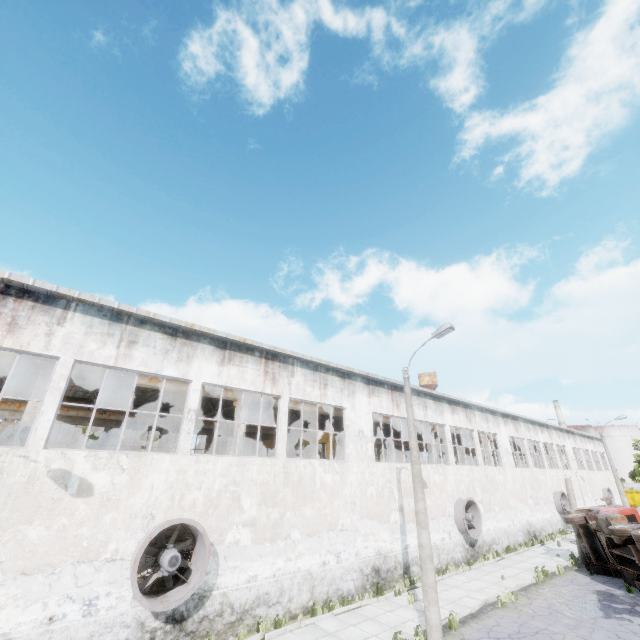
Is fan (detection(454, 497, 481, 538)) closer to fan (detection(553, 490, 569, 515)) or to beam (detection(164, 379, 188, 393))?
beam (detection(164, 379, 188, 393))

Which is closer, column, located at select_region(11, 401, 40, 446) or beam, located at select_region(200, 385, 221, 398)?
column, located at select_region(11, 401, 40, 446)

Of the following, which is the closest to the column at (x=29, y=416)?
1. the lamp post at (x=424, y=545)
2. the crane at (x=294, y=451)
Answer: the lamp post at (x=424, y=545)

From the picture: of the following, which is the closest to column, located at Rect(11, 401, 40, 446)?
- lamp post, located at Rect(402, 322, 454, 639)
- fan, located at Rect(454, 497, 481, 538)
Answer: lamp post, located at Rect(402, 322, 454, 639)

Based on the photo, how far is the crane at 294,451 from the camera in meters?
23.8

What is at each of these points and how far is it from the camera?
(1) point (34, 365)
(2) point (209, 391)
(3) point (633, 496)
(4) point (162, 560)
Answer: (1) beam, 11.6 meters
(2) beam, 15.4 meters
(3) garbage container, 54.6 meters
(4) fan, 9.5 meters

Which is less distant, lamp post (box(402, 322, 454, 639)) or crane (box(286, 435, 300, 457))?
lamp post (box(402, 322, 454, 639))

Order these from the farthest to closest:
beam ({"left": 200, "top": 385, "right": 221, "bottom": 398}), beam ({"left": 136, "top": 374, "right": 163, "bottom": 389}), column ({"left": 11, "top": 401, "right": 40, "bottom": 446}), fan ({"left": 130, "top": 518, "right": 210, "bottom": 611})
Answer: beam ({"left": 200, "top": 385, "right": 221, "bottom": 398}), beam ({"left": 136, "top": 374, "right": 163, "bottom": 389}), column ({"left": 11, "top": 401, "right": 40, "bottom": 446}), fan ({"left": 130, "top": 518, "right": 210, "bottom": 611})
